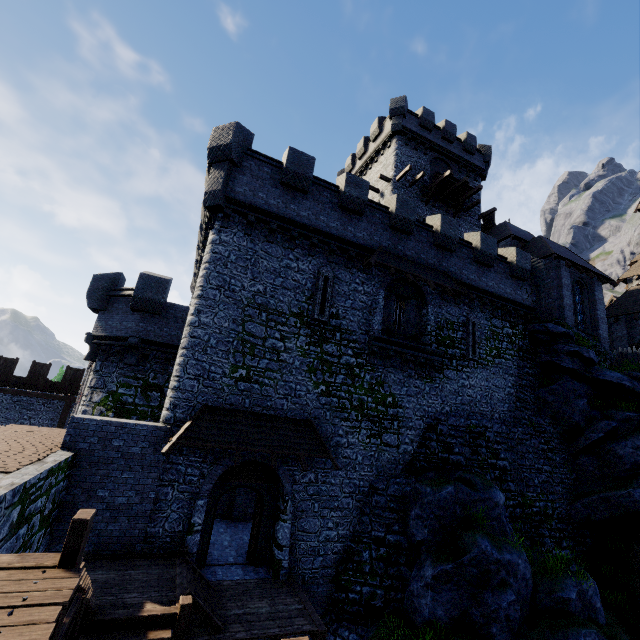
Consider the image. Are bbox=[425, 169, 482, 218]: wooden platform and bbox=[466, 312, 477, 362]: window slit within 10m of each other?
no

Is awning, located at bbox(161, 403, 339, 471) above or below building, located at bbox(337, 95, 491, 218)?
below

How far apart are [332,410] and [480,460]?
8.25m

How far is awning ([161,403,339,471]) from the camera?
11.0m

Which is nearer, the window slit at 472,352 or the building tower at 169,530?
the building tower at 169,530

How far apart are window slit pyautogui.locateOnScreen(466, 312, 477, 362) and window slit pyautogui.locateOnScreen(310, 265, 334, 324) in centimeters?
829cm

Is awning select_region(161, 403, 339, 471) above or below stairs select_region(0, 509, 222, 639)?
above

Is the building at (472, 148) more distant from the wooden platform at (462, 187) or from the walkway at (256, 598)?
the walkway at (256, 598)
